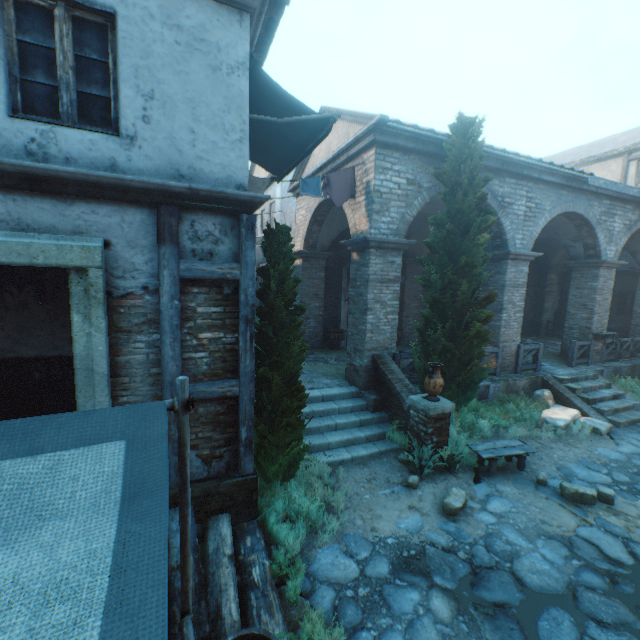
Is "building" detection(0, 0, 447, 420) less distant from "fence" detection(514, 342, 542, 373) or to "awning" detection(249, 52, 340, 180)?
"awning" detection(249, 52, 340, 180)

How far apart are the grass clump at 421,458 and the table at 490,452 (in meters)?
0.32

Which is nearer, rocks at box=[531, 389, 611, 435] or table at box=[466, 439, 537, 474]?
table at box=[466, 439, 537, 474]

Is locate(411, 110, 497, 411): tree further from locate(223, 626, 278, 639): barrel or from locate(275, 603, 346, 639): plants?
locate(223, 626, 278, 639): barrel

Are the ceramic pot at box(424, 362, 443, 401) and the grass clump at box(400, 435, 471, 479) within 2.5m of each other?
yes

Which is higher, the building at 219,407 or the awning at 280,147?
the awning at 280,147

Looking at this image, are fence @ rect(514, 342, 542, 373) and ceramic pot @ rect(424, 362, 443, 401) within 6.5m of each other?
yes

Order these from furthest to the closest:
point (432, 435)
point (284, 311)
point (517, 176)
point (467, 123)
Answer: point (517, 176)
point (467, 123)
point (432, 435)
point (284, 311)
